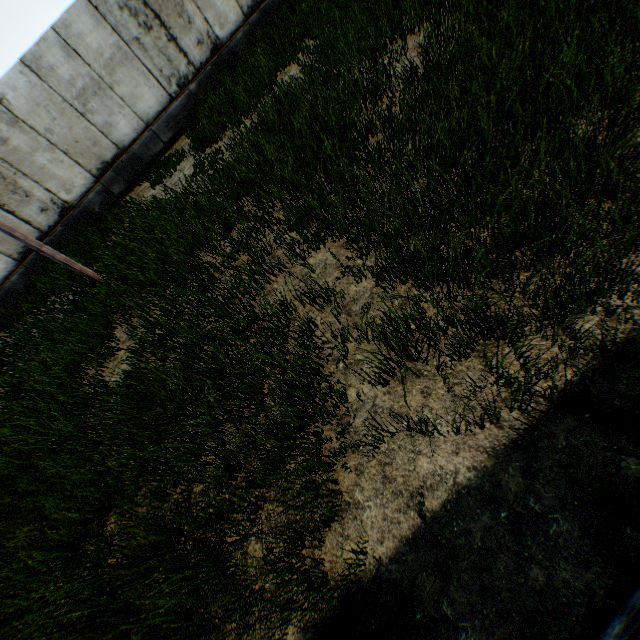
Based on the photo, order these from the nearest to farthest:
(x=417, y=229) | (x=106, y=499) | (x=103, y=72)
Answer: (x=417, y=229) < (x=106, y=499) < (x=103, y=72)
